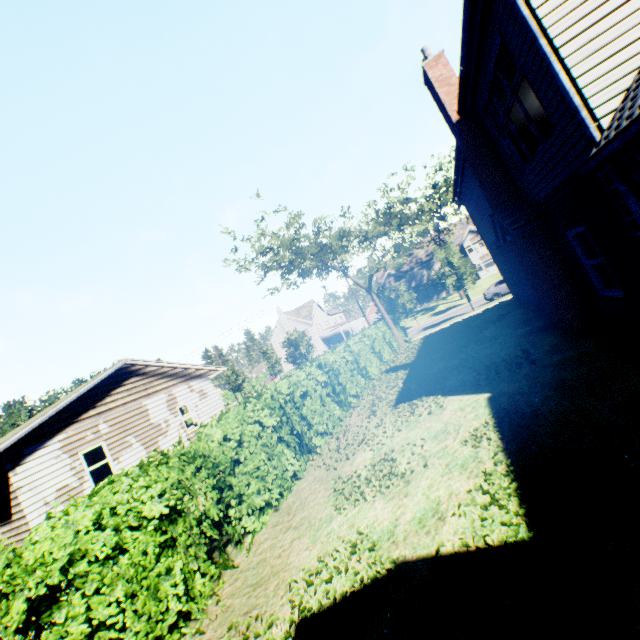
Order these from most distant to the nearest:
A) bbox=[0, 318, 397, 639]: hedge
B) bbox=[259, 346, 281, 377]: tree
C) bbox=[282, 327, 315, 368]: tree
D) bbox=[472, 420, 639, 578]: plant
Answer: bbox=[259, 346, 281, 377]: tree
bbox=[282, 327, 315, 368]: tree
bbox=[0, 318, 397, 639]: hedge
bbox=[472, 420, 639, 578]: plant

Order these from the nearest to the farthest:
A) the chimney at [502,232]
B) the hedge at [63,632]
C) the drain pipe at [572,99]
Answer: the hedge at [63,632] → the drain pipe at [572,99] → the chimney at [502,232]

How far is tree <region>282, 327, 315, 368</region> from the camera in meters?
37.3 m

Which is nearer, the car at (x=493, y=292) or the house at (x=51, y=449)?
the house at (x=51, y=449)

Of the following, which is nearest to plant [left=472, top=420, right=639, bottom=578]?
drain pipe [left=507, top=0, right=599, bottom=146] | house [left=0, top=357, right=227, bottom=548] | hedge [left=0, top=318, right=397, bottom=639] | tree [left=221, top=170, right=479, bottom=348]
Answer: tree [left=221, top=170, right=479, bottom=348]

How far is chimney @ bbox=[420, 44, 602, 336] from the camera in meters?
8.1 m

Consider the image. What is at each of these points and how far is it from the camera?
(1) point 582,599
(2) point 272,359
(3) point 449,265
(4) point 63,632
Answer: (1) plant, 2.6 meters
(2) tree, 50.8 meters
(3) tree, 29.7 meters
(4) hedge, 3.5 meters

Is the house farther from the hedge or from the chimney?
the chimney
